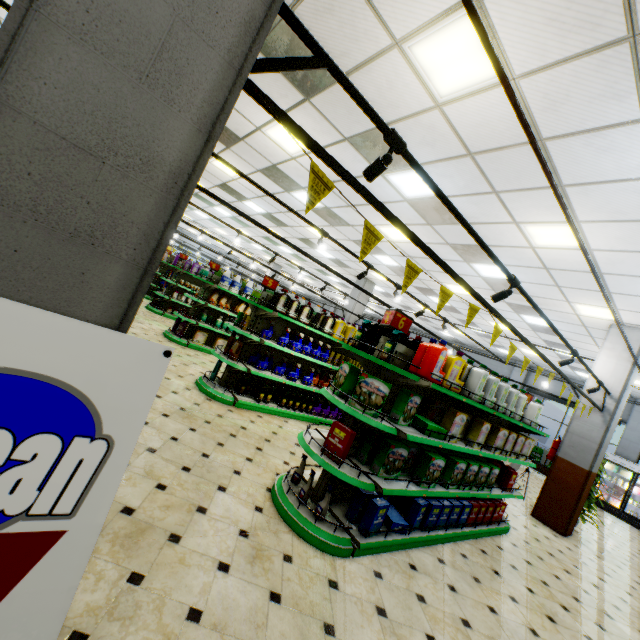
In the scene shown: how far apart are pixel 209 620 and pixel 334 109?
5.8m

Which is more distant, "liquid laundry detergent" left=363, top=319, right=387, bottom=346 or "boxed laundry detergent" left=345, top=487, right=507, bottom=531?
"liquid laundry detergent" left=363, top=319, right=387, bottom=346

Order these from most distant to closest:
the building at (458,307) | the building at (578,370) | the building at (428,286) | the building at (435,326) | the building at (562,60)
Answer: the building at (435,326)
the building at (458,307)
the building at (428,286)
the building at (578,370)
the building at (562,60)

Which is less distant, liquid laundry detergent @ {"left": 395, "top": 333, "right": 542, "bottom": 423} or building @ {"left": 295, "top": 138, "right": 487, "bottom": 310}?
liquid laundry detergent @ {"left": 395, "top": 333, "right": 542, "bottom": 423}

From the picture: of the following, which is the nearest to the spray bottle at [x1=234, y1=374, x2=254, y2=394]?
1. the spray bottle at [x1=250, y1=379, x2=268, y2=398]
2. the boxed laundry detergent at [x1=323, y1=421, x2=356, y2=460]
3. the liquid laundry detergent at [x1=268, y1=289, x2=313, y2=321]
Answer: the spray bottle at [x1=250, y1=379, x2=268, y2=398]

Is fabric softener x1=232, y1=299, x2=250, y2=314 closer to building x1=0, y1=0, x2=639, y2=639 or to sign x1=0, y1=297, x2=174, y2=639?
building x1=0, y1=0, x2=639, y2=639

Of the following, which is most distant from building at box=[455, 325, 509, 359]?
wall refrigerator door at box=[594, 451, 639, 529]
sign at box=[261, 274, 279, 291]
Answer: sign at box=[261, 274, 279, 291]

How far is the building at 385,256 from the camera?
9.50m
